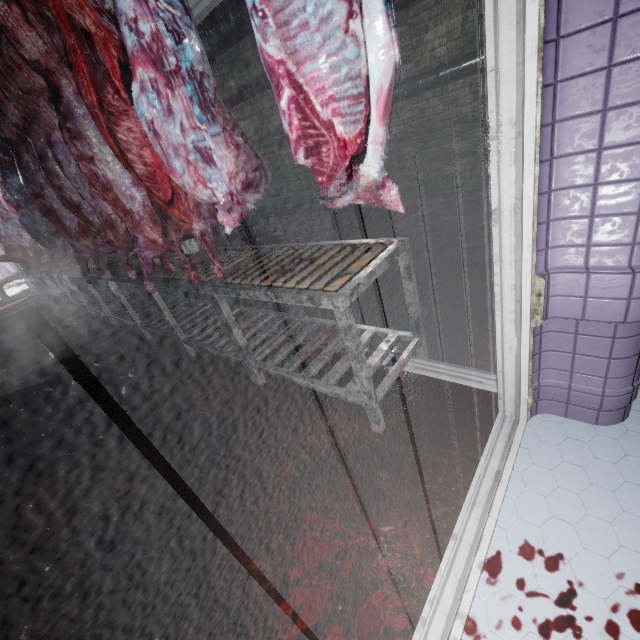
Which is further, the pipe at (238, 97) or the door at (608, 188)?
the pipe at (238, 97)

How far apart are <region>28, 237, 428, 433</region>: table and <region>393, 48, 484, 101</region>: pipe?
3.2 meters

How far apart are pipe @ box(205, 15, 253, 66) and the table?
4.1m

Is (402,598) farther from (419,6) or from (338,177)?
(419,6)

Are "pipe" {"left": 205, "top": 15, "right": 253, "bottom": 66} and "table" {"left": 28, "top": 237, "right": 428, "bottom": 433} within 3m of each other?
no

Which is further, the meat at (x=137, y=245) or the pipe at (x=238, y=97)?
the pipe at (x=238, y=97)

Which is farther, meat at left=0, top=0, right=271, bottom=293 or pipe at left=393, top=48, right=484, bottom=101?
pipe at left=393, top=48, right=484, bottom=101

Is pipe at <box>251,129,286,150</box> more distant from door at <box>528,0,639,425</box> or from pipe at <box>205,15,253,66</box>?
door at <box>528,0,639,425</box>
